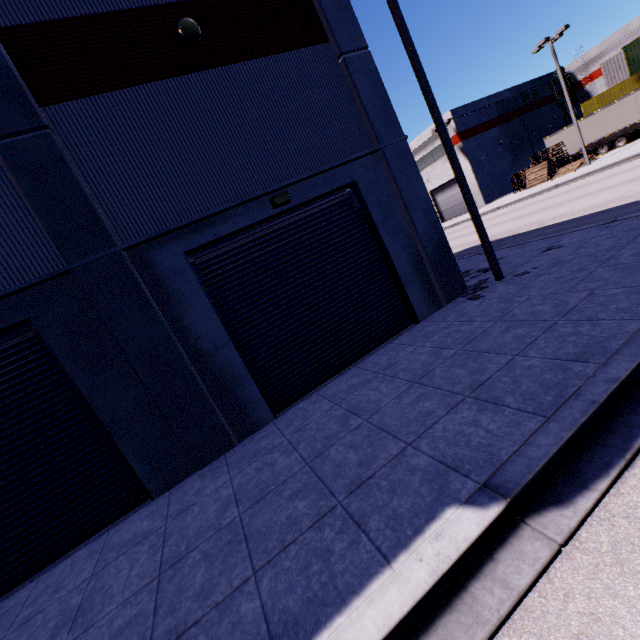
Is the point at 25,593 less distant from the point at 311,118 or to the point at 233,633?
the point at 233,633

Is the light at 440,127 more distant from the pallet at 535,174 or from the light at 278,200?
the pallet at 535,174

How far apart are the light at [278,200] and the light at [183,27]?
3.7 meters

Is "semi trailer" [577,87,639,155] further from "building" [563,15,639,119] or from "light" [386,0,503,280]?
"light" [386,0,503,280]

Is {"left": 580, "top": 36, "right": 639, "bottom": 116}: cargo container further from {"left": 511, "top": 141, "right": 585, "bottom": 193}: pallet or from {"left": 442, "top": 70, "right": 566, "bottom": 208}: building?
{"left": 511, "top": 141, "right": 585, "bottom": 193}: pallet

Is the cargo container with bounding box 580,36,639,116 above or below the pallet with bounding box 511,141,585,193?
above

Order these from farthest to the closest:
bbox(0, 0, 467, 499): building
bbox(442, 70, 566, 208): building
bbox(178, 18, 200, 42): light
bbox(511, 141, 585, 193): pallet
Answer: bbox(442, 70, 566, 208): building → bbox(511, 141, 585, 193): pallet → bbox(178, 18, 200, 42): light → bbox(0, 0, 467, 499): building

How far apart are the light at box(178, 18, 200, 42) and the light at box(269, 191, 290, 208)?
3.7 meters
